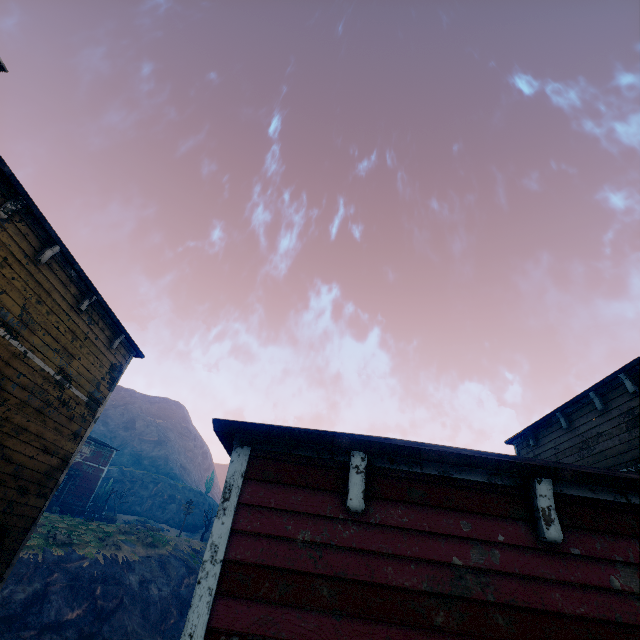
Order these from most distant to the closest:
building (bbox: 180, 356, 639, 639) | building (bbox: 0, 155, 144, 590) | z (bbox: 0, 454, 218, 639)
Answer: z (bbox: 0, 454, 218, 639), building (bbox: 0, 155, 144, 590), building (bbox: 180, 356, 639, 639)

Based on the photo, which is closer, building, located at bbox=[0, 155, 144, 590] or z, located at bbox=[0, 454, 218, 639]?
building, located at bbox=[0, 155, 144, 590]

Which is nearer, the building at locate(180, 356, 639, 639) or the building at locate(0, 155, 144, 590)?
the building at locate(180, 356, 639, 639)

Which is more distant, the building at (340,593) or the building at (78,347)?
the building at (78,347)

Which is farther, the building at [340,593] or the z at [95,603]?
the z at [95,603]

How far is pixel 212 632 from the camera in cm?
245
